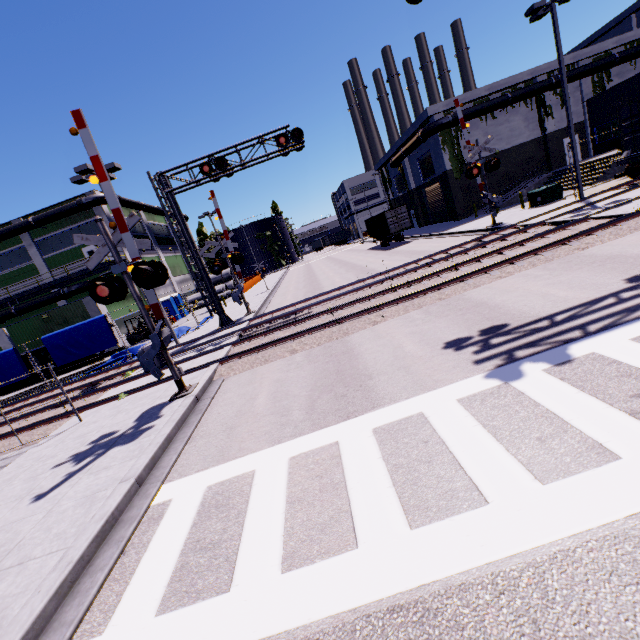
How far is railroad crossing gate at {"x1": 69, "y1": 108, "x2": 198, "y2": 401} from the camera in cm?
791

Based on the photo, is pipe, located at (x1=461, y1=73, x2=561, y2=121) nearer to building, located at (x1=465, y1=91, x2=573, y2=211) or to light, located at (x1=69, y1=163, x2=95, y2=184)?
building, located at (x1=465, y1=91, x2=573, y2=211)

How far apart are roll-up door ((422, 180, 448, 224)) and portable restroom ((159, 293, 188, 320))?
26.74m

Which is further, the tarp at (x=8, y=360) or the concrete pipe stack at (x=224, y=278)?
the concrete pipe stack at (x=224, y=278)

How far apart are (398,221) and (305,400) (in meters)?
Answer: 28.57

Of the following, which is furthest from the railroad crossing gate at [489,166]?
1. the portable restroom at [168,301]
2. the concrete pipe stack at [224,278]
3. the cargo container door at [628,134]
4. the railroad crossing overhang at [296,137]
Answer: the concrete pipe stack at [224,278]

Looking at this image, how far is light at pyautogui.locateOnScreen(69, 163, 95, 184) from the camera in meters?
15.3

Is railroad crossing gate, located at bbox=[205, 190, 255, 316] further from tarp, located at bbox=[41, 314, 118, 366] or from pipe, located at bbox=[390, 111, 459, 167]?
pipe, located at bbox=[390, 111, 459, 167]
